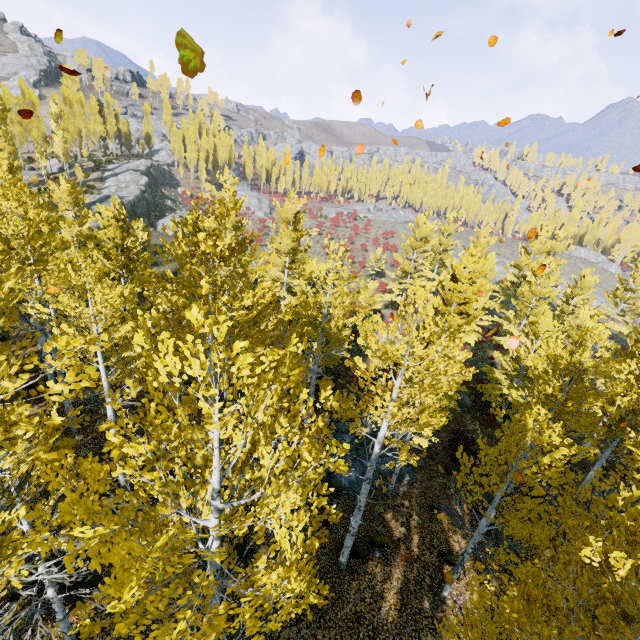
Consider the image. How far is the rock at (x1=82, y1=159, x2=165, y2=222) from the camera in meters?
37.7 m

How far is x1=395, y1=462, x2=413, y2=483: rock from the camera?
14.52m

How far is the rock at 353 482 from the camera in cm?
1347

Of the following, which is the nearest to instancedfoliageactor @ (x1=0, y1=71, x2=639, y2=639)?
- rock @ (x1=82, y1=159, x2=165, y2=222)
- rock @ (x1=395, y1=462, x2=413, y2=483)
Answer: rock @ (x1=82, y1=159, x2=165, y2=222)

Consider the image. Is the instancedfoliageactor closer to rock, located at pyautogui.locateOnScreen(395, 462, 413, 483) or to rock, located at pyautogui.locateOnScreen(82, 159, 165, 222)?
rock, located at pyautogui.locateOnScreen(82, 159, 165, 222)

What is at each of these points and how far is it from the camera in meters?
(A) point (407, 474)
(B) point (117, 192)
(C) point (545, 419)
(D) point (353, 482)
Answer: (A) rock, 14.9 m
(B) rock, 43.5 m
(C) instancedfoliageactor, 7.0 m
(D) rock, 13.7 m

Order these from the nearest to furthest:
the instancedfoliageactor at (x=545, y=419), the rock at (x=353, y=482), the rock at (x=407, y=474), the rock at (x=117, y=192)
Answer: the instancedfoliageactor at (x=545, y=419)
the rock at (x=353, y=482)
the rock at (x=407, y=474)
the rock at (x=117, y=192)
